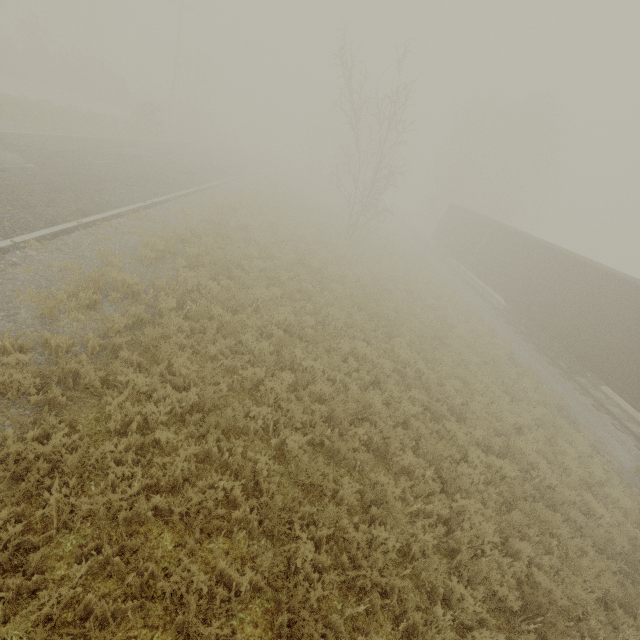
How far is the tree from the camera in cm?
3612

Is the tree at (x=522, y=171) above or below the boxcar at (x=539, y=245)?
above

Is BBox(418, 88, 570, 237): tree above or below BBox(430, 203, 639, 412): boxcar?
above

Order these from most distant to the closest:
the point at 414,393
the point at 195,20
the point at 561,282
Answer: the point at 195,20 < the point at 561,282 < the point at 414,393

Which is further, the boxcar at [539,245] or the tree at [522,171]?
the tree at [522,171]

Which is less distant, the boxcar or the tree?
the boxcar
